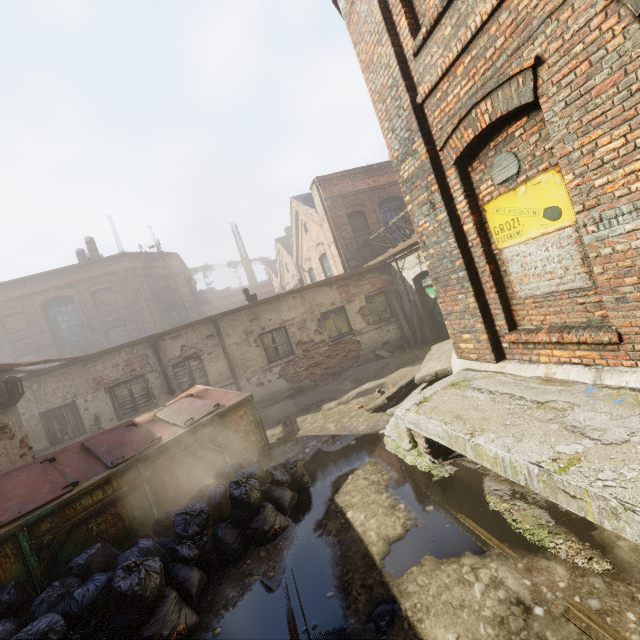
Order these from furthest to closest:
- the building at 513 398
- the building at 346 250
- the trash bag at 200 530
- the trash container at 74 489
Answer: the building at 346 250 < the trash container at 74 489 < the trash bag at 200 530 < the building at 513 398

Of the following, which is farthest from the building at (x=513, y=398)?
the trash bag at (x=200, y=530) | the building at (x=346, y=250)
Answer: the building at (x=346, y=250)

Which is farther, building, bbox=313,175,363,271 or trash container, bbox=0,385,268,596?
building, bbox=313,175,363,271

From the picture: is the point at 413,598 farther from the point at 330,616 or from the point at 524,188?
the point at 524,188

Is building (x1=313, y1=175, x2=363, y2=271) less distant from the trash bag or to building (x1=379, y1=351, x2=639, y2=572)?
building (x1=379, y1=351, x2=639, y2=572)

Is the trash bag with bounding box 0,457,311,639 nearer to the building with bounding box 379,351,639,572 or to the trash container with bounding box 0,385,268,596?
the trash container with bounding box 0,385,268,596

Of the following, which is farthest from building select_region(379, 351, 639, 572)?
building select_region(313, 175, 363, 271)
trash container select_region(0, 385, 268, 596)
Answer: building select_region(313, 175, 363, 271)

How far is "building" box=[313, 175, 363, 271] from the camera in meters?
14.7
